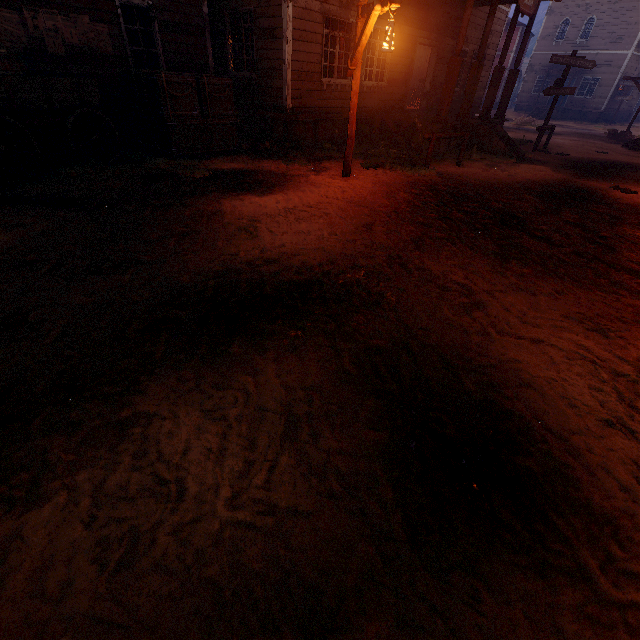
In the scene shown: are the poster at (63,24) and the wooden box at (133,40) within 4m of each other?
yes

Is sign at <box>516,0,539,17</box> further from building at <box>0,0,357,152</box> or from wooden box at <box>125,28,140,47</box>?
wooden box at <box>125,28,140,47</box>

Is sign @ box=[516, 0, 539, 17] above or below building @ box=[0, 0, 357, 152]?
above

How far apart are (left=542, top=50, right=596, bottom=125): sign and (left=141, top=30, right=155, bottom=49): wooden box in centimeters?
1470cm

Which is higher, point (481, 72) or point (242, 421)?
point (481, 72)

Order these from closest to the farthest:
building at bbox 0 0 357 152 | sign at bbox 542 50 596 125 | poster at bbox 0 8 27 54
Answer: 1. poster at bbox 0 8 27 54
2. building at bbox 0 0 357 152
3. sign at bbox 542 50 596 125

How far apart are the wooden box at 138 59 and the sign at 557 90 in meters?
14.7

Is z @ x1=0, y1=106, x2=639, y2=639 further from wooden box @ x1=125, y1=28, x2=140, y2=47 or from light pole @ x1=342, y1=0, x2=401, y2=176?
wooden box @ x1=125, y1=28, x2=140, y2=47
